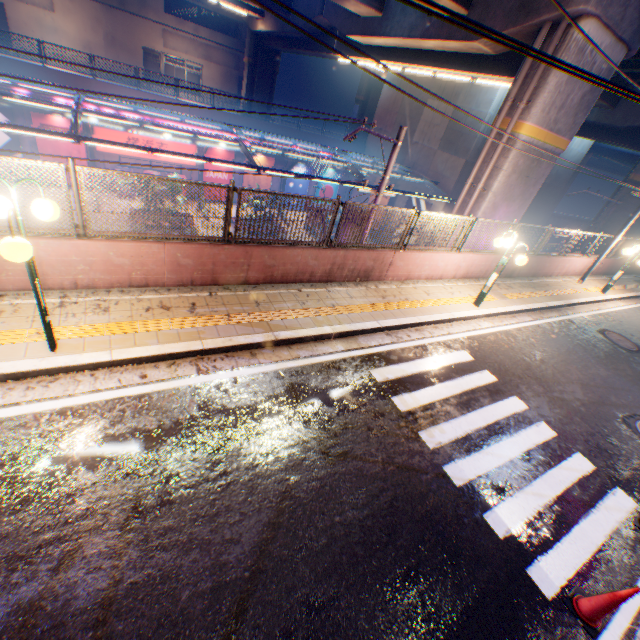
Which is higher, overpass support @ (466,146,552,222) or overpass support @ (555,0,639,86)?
overpass support @ (555,0,639,86)

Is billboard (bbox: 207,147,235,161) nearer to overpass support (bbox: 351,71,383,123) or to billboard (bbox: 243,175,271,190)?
billboard (bbox: 243,175,271,190)

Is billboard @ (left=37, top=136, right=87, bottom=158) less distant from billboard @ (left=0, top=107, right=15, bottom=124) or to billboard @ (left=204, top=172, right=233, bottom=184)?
billboard @ (left=0, top=107, right=15, bottom=124)

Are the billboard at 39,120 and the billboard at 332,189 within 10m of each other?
no

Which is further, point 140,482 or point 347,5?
point 347,5

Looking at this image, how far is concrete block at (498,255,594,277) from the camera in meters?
13.0 m

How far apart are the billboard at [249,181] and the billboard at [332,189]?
4.8m

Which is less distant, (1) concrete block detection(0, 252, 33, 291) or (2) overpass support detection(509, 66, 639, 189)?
(1) concrete block detection(0, 252, 33, 291)
